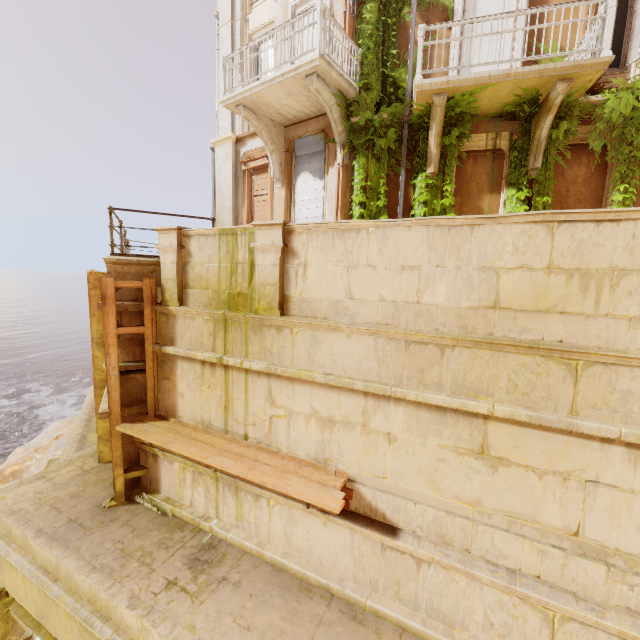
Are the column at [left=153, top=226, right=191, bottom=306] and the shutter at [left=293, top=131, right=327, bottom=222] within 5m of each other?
yes

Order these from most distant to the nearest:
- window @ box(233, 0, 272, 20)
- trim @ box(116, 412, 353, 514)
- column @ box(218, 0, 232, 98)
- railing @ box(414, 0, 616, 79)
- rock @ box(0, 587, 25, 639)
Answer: column @ box(218, 0, 232, 98) → window @ box(233, 0, 272, 20) → railing @ box(414, 0, 616, 79) → rock @ box(0, 587, 25, 639) → trim @ box(116, 412, 353, 514)

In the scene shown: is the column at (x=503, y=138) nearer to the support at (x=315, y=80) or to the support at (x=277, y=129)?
the support at (x=315, y=80)

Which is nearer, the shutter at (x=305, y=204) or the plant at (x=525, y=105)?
the plant at (x=525, y=105)

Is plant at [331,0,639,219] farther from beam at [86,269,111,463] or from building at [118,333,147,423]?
beam at [86,269,111,463]

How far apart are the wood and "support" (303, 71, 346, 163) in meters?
2.7 m

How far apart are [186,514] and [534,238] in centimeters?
744cm

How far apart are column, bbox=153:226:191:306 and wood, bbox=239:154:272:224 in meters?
4.8 m
